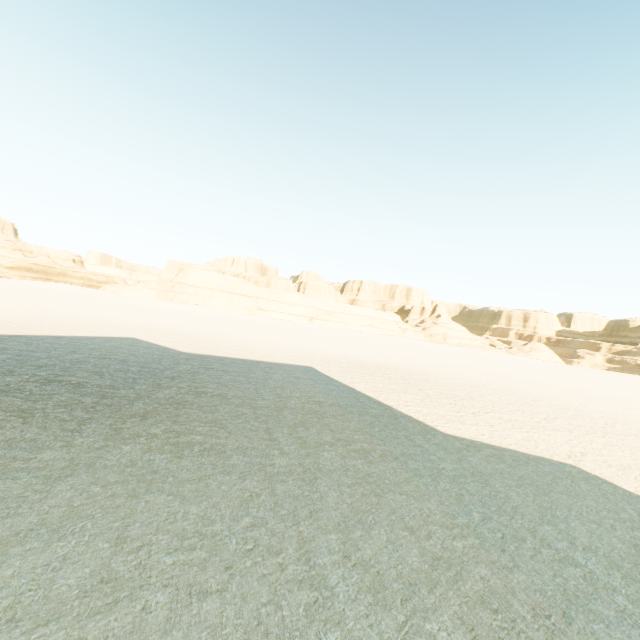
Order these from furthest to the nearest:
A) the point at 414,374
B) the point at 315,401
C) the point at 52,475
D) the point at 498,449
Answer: the point at 414,374, the point at 315,401, the point at 498,449, the point at 52,475
